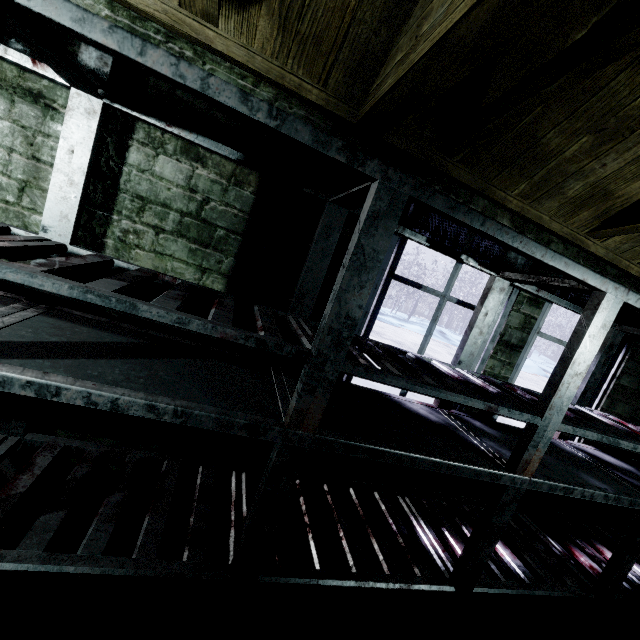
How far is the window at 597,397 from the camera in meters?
2.2

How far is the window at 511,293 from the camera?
1.91m

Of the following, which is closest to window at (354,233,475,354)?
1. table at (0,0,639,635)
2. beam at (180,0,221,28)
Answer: table at (0,0,639,635)

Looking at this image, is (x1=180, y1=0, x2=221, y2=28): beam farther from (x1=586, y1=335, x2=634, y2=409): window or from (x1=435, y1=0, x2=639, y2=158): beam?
(x1=586, y1=335, x2=634, y2=409): window

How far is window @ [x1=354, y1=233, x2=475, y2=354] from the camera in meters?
1.7

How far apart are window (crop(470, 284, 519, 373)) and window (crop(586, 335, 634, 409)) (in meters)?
0.22

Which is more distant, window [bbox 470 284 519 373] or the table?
window [bbox 470 284 519 373]

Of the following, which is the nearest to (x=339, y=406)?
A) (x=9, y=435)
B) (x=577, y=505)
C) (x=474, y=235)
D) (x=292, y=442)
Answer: (x=292, y=442)
